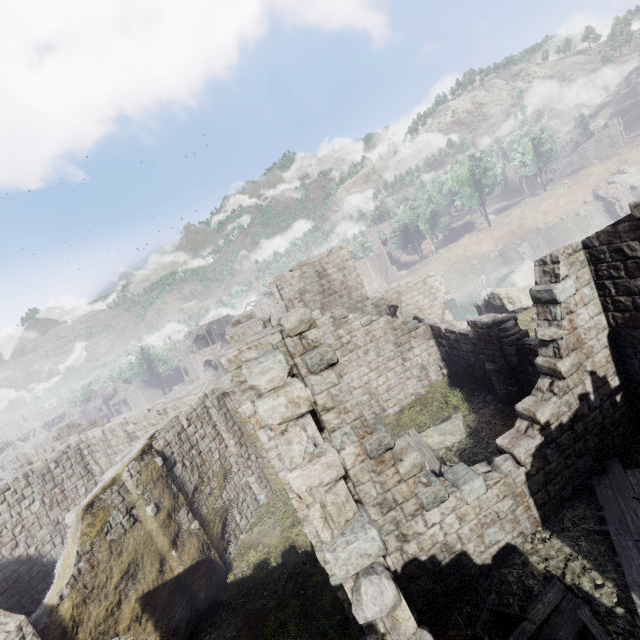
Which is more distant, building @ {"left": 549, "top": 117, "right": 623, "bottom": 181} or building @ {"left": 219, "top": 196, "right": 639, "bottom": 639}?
building @ {"left": 549, "top": 117, "right": 623, "bottom": 181}

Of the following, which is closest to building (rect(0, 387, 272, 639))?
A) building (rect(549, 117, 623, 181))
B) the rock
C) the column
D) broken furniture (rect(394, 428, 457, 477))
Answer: the column

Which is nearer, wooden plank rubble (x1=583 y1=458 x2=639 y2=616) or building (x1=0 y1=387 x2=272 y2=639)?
wooden plank rubble (x1=583 y1=458 x2=639 y2=616)

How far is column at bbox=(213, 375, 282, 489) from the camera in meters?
15.6 m

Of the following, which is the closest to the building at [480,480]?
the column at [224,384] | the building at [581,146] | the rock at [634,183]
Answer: the column at [224,384]

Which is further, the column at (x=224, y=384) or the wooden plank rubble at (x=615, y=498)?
the column at (x=224, y=384)

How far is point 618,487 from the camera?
8.35m

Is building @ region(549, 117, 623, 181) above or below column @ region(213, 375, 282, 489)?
above
